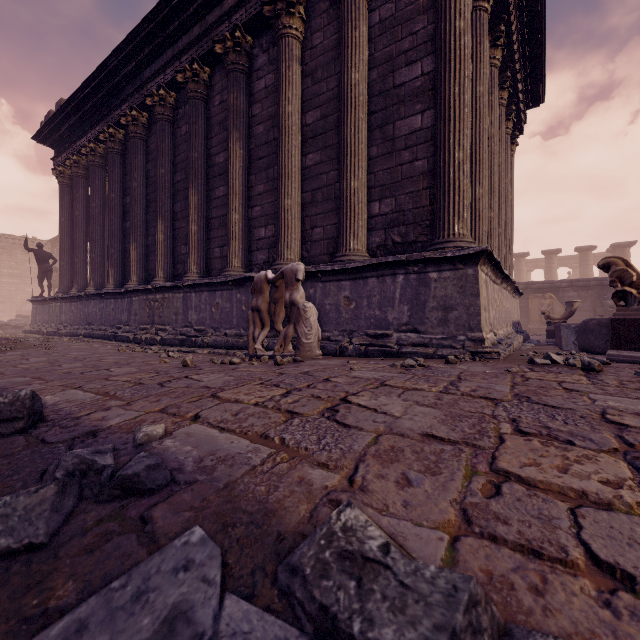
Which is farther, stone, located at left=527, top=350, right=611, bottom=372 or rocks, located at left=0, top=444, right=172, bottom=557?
stone, located at left=527, top=350, right=611, bottom=372

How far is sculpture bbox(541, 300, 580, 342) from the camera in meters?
9.5 m

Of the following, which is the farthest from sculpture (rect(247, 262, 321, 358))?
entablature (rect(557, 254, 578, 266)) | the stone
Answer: entablature (rect(557, 254, 578, 266))

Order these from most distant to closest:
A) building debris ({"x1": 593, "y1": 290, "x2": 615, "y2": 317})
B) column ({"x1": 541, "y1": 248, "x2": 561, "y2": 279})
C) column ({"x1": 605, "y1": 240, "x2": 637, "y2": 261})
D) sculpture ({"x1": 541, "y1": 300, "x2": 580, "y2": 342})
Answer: column ({"x1": 541, "y1": 248, "x2": 561, "y2": 279}), column ({"x1": 605, "y1": 240, "x2": 637, "y2": 261}), building debris ({"x1": 593, "y1": 290, "x2": 615, "y2": 317}), sculpture ({"x1": 541, "y1": 300, "x2": 580, "y2": 342})

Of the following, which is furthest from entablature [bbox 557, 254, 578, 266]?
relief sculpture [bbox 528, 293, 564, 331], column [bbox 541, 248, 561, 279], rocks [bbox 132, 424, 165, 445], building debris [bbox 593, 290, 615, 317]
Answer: rocks [bbox 132, 424, 165, 445]

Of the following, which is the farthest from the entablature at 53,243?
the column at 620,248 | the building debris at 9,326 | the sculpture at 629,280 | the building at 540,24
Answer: the column at 620,248

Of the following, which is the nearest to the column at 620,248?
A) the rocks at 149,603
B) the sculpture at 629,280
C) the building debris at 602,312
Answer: the building debris at 602,312

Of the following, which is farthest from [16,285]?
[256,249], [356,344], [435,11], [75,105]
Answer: [435,11]
